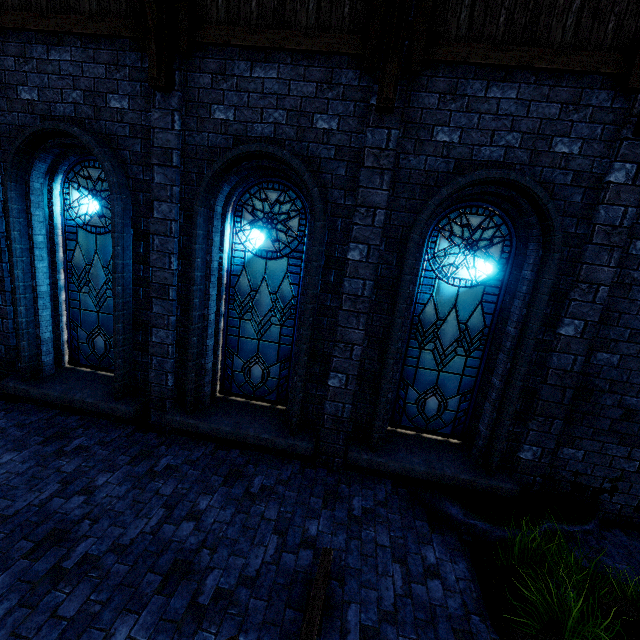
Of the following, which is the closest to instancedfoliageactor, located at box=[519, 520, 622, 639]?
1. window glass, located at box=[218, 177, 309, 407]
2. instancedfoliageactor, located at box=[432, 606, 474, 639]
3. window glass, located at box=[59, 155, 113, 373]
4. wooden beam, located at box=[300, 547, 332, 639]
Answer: instancedfoliageactor, located at box=[432, 606, 474, 639]

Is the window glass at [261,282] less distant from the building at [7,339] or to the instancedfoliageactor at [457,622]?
the building at [7,339]

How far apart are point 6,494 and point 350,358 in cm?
477

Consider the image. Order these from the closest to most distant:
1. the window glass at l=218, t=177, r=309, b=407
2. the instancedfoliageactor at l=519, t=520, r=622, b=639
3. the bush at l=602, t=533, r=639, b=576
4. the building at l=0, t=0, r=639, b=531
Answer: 1. the instancedfoliageactor at l=519, t=520, r=622, b=639
2. the building at l=0, t=0, r=639, b=531
3. the bush at l=602, t=533, r=639, b=576
4. the window glass at l=218, t=177, r=309, b=407

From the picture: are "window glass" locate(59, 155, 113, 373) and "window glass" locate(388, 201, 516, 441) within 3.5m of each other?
no

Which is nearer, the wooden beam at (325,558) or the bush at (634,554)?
the wooden beam at (325,558)

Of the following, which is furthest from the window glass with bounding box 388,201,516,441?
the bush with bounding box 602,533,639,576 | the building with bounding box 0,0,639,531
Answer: the bush with bounding box 602,533,639,576

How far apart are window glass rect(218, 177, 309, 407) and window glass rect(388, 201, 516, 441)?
1.54m
